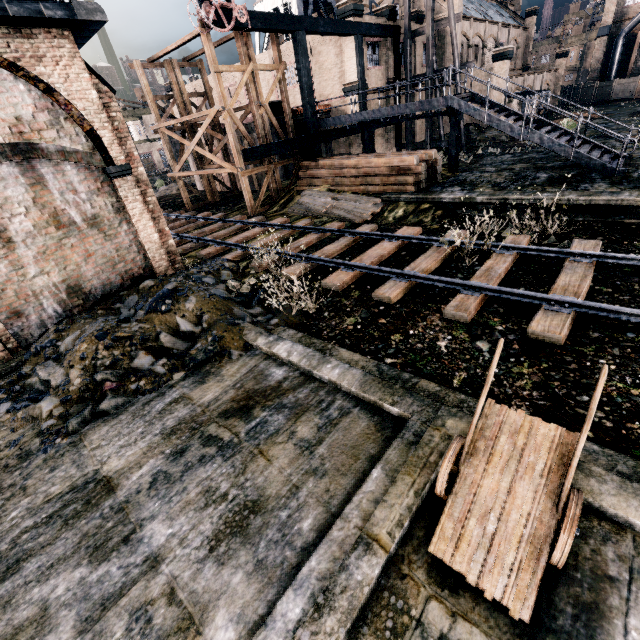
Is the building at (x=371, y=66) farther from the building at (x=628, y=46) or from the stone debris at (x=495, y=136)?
the building at (x=628, y=46)

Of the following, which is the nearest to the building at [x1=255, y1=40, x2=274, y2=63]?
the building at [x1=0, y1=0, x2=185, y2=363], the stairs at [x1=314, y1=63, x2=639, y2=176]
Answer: the stairs at [x1=314, y1=63, x2=639, y2=176]

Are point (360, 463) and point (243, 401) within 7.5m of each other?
yes

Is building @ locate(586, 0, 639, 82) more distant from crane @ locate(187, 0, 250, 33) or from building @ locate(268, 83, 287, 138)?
crane @ locate(187, 0, 250, 33)

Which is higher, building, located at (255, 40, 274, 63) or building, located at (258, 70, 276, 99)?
building, located at (255, 40, 274, 63)

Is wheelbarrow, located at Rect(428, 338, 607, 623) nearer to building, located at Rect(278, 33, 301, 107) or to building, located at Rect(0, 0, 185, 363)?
building, located at Rect(0, 0, 185, 363)

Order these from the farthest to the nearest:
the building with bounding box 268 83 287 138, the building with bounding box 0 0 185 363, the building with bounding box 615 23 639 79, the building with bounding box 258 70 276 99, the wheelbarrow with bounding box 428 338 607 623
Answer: the building with bounding box 615 23 639 79
the building with bounding box 258 70 276 99
the building with bounding box 268 83 287 138
the building with bounding box 0 0 185 363
the wheelbarrow with bounding box 428 338 607 623

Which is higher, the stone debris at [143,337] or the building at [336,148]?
the building at [336,148]
